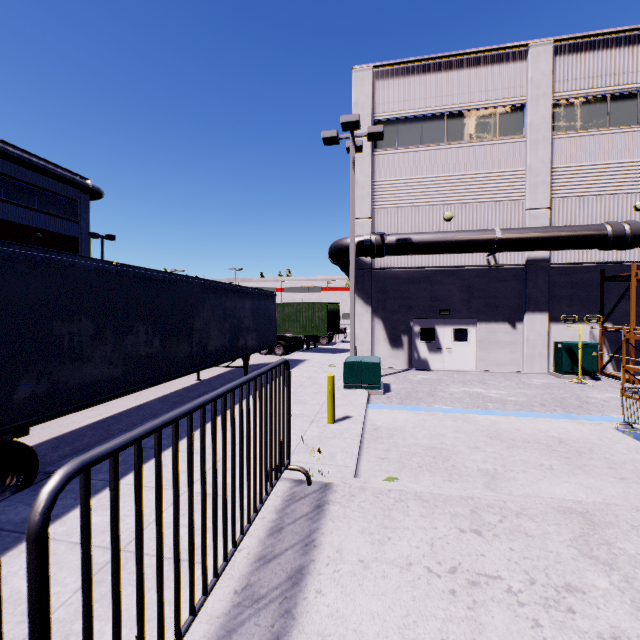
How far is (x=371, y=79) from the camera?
15.9 meters

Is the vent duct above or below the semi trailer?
above

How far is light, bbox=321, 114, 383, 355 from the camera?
11.97m

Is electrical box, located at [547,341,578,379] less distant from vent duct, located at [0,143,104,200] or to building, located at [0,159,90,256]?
building, located at [0,159,90,256]

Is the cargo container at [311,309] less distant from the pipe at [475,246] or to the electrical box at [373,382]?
the pipe at [475,246]

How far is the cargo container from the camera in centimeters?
→ 2056cm

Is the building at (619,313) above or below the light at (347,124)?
below

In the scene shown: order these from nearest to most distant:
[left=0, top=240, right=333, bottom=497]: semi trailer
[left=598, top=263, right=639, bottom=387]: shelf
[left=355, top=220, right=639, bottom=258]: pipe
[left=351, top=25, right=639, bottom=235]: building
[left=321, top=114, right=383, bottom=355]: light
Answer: [left=0, top=240, right=333, bottom=497]: semi trailer
[left=598, top=263, right=639, bottom=387]: shelf
[left=321, top=114, right=383, bottom=355]: light
[left=355, top=220, right=639, bottom=258]: pipe
[left=351, top=25, right=639, bottom=235]: building
